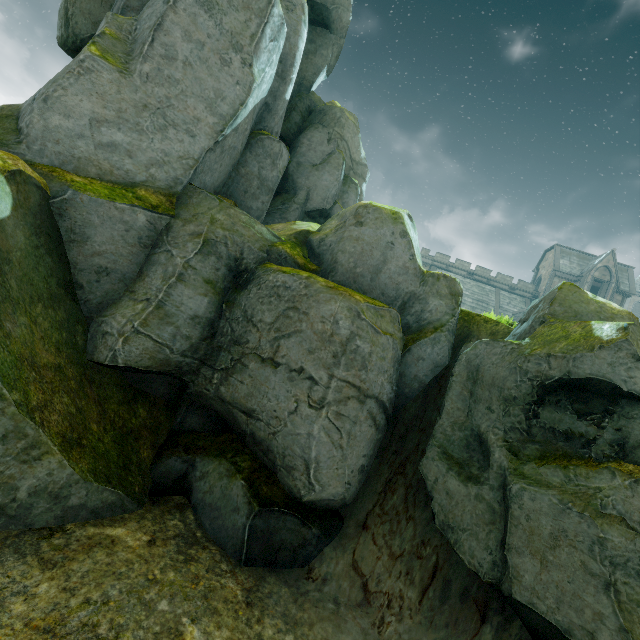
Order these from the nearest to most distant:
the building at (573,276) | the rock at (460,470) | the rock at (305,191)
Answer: the rock at (460,470) < the rock at (305,191) < the building at (573,276)

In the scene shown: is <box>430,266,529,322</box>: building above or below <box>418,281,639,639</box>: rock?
above

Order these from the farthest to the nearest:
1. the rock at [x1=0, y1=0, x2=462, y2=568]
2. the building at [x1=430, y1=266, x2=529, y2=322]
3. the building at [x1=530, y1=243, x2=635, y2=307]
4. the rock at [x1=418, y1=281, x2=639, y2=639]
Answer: the building at [x1=430, y1=266, x2=529, y2=322] → the building at [x1=530, y1=243, x2=635, y2=307] → the rock at [x1=0, y1=0, x2=462, y2=568] → the rock at [x1=418, y1=281, x2=639, y2=639]

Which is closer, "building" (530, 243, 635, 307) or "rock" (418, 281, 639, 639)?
"rock" (418, 281, 639, 639)

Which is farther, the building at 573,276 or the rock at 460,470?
the building at 573,276

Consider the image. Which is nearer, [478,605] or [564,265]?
Answer: [478,605]

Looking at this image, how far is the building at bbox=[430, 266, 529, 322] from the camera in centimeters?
4209cm
